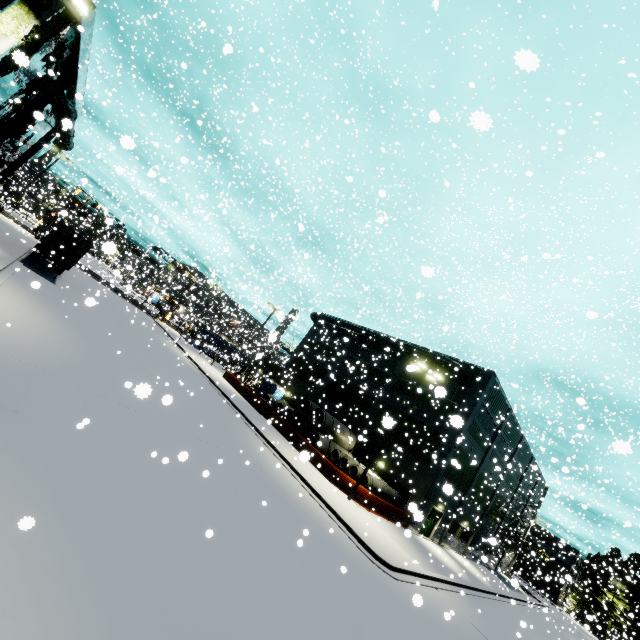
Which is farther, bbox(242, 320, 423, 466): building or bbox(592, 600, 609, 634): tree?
bbox(242, 320, 423, 466): building

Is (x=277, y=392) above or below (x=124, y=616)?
above

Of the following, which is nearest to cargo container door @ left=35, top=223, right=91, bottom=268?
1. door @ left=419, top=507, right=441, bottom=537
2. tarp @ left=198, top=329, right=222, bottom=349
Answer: tarp @ left=198, top=329, right=222, bottom=349

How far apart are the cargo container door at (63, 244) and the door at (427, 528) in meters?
33.5 m

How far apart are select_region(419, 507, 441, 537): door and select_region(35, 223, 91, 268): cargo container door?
33.47m

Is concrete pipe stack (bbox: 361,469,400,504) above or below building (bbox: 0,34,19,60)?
below

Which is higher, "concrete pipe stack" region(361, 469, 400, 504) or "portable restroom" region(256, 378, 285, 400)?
"portable restroom" region(256, 378, 285, 400)

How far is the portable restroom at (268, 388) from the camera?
40.4m
